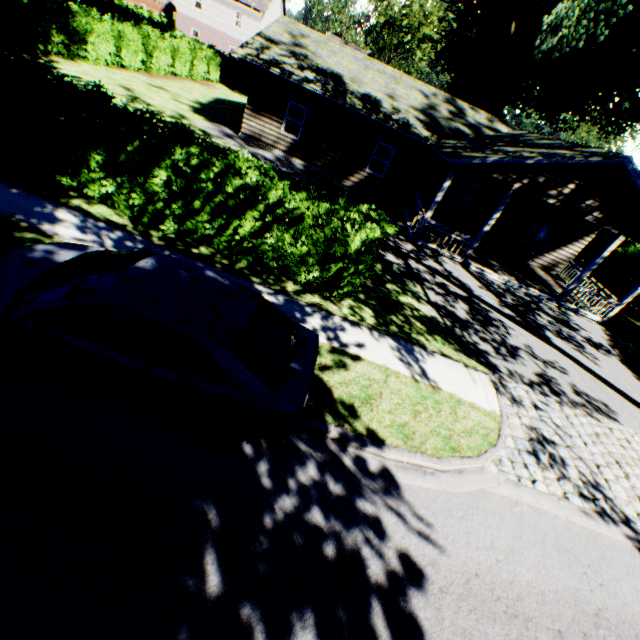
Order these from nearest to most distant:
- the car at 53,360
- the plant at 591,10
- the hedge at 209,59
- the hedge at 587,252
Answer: the car at 53,360 < the hedge at 209,59 < the plant at 591,10 < the hedge at 587,252

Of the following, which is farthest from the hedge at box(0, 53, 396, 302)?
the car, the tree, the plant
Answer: the tree

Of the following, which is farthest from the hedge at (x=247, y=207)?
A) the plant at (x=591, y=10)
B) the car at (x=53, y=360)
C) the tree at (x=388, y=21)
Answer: the tree at (x=388, y=21)

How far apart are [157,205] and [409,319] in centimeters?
703cm

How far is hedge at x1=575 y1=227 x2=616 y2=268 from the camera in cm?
2339

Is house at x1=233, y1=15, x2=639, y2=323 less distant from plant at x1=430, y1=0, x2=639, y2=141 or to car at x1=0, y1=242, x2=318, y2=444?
plant at x1=430, y1=0, x2=639, y2=141

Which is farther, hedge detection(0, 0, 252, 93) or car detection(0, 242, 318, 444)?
hedge detection(0, 0, 252, 93)

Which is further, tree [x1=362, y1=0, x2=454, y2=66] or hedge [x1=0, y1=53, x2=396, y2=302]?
tree [x1=362, y1=0, x2=454, y2=66]
